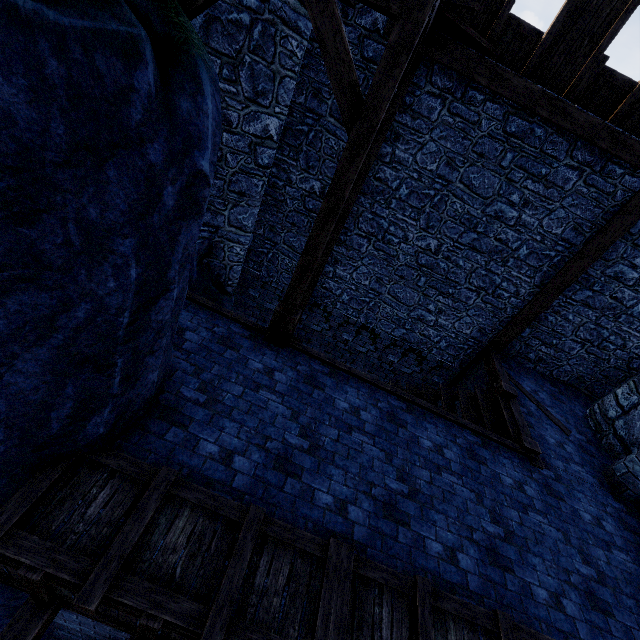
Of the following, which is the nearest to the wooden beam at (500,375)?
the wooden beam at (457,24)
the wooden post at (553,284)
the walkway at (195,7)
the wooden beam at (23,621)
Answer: the wooden post at (553,284)

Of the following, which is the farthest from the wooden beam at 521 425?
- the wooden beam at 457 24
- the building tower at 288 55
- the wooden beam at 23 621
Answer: the wooden beam at 457 24

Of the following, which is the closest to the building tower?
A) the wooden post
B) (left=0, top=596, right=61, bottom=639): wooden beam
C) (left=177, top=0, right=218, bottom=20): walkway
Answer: (left=177, top=0, right=218, bottom=20): walkway

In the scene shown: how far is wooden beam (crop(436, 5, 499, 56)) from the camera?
4.9m

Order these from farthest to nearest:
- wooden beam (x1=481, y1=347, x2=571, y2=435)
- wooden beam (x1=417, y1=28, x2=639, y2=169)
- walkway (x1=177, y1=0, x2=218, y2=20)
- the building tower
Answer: wooden beam (x1=481, y1=347, x2=571, y2=435) → wooden beam (x1=417, y1=28, x2=639, y2=169) → the building tower → walkway (x1=177, y1=0, x2=218, y2=20)

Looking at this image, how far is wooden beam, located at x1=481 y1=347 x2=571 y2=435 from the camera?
7.12m

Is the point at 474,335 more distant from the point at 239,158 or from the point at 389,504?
the point at 239,158
